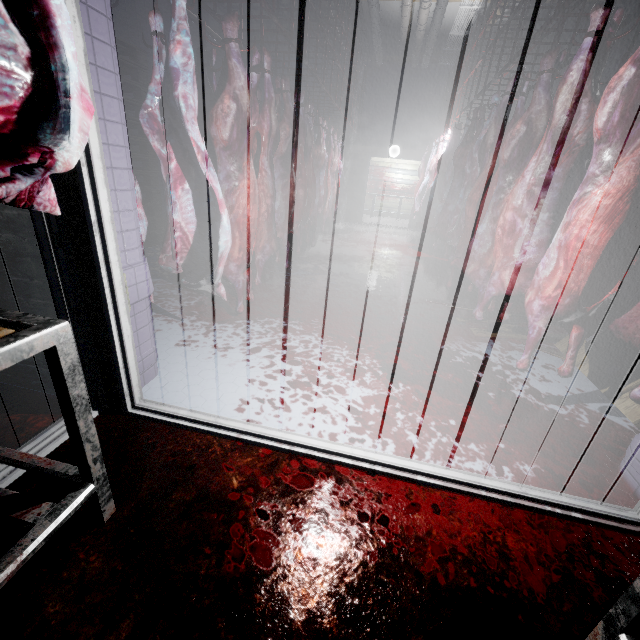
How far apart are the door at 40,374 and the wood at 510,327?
2.8m

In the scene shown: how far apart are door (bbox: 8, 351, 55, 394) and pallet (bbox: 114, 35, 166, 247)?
2.6 meters

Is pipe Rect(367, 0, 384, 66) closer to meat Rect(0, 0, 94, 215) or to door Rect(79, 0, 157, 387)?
meat Rect(0, 0, 94, 215)

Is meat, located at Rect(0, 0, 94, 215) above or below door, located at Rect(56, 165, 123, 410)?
above

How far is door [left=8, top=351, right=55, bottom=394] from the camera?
1.68m

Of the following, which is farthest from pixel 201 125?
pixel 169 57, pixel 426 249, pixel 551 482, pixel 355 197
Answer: pixel 355 197

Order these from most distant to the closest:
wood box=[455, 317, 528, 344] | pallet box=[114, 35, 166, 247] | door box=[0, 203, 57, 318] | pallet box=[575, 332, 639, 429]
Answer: pallet box=[114, 35, 166, 247], wood box=[455, 317, 528, 344], pallet box=[575, 332, 639, 429], door box=[0, 203, 57, 318]

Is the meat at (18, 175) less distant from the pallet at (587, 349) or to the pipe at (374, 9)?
the pipe at (374, 9)
